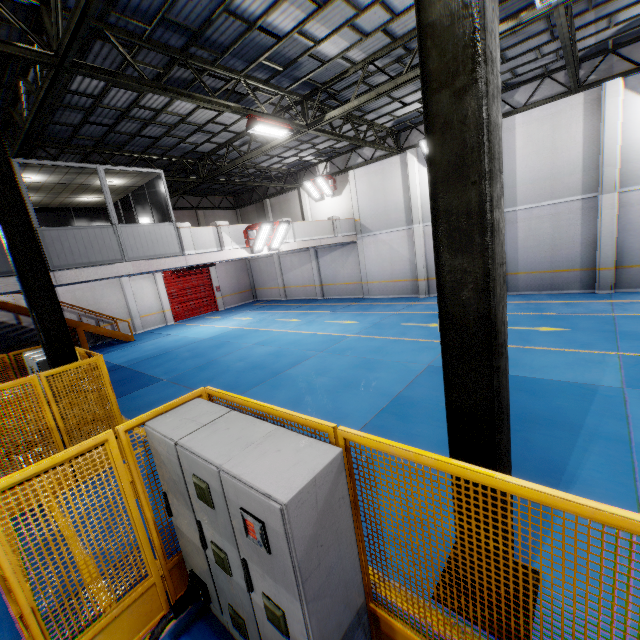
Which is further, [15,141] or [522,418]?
[15,141]

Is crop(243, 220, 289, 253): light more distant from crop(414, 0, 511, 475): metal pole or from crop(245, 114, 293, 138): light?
crop(414, 0, 511, 475): metal pole

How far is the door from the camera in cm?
2355

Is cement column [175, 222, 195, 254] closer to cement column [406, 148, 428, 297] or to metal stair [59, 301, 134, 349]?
metal stair [59, 301, 134, 349]

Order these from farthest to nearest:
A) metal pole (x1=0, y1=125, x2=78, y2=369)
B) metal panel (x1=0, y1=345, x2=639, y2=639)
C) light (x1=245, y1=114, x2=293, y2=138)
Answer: light (x1=245, y1=114, x2=293, y2=138) → metal pole (x1=0, y1=125, x2=78, y2=369) → metal panel (x1=0, y1=345, x2=639, y2=639)

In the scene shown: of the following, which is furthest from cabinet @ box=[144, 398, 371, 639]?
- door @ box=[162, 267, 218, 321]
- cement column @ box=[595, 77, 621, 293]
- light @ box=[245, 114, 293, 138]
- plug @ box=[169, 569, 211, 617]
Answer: door @ box=[162, 267, 218, 321]

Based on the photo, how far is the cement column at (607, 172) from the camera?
11.92m

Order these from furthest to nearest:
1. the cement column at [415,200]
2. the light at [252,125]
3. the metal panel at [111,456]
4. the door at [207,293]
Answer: the door at [207,293] < the cement column at [415,200] < the light at [252,125] < the metal panel at [111,456]
